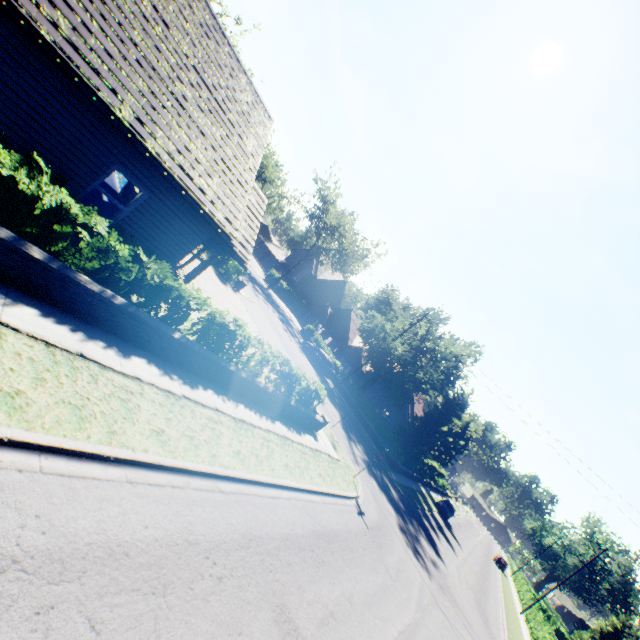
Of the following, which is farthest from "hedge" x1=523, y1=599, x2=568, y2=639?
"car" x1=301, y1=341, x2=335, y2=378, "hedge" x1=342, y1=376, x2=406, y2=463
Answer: "hedge" x1=342, y1=376, x2=406, y2=463

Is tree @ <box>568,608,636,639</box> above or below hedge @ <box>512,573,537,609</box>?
above

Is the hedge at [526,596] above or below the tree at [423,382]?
below

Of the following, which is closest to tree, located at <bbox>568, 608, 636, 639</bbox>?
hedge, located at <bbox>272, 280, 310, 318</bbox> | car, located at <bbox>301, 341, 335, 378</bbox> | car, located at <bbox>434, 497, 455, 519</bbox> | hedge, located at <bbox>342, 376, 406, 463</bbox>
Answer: hedge, located at <bbox>272, 280, 310, 318</bbox>

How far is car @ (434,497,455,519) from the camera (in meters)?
36.00

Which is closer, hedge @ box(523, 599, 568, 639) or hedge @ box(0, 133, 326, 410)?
hedge @ box(0, 133, 326, 410)

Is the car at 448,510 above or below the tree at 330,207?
below

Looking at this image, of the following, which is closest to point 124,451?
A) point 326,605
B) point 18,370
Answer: point 18,370
